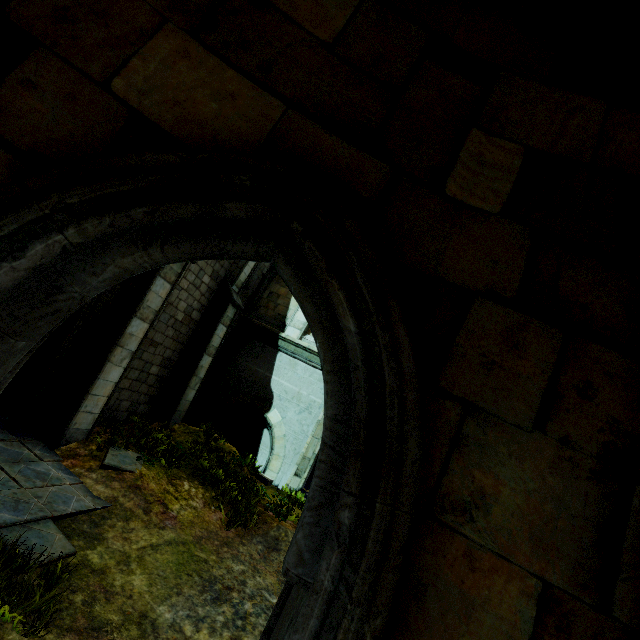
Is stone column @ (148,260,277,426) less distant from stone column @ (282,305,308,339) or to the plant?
the plant

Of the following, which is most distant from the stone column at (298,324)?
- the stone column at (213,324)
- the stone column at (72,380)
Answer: the stone column at (72,380)

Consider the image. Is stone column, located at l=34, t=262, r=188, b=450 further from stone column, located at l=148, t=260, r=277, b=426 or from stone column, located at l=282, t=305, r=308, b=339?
stone column, located at l=282, t=305, r=308, b=339

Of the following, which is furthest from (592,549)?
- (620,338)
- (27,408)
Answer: (27,408)

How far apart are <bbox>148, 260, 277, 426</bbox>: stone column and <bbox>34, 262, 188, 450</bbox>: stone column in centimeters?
233cm

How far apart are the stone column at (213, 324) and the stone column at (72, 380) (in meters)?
2.33

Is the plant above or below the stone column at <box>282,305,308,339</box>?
below

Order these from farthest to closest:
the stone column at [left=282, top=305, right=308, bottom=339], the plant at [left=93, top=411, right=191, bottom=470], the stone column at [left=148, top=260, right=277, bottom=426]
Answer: the stone column at [left=282, top=305, right=308, bottom=339] < the stone column at [left=148, top=260, right=277, bottom=426] < the plant at [left=93, top=411, right=191, bottom=470]
